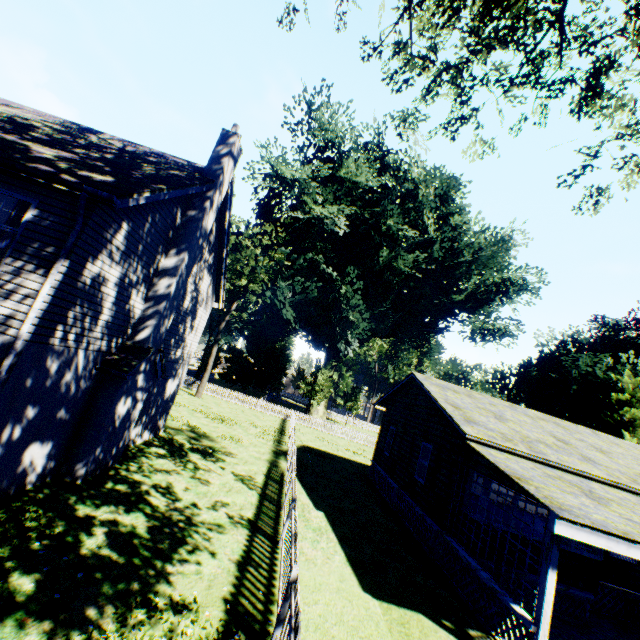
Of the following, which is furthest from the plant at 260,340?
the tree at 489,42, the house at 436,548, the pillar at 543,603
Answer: the pillar at 543,603

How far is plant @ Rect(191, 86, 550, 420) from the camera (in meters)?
32.59

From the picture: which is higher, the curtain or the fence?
the curtain

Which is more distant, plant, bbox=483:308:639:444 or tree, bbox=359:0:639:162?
plant, bbox=483:308:639:444

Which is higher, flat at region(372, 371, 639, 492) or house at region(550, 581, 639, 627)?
flat at region(372, 371, 639, 492)

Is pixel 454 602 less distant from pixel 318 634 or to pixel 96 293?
pixel 318 634

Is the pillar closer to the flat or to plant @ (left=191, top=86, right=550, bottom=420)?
the flat

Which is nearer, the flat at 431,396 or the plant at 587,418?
the flat at 431,396
